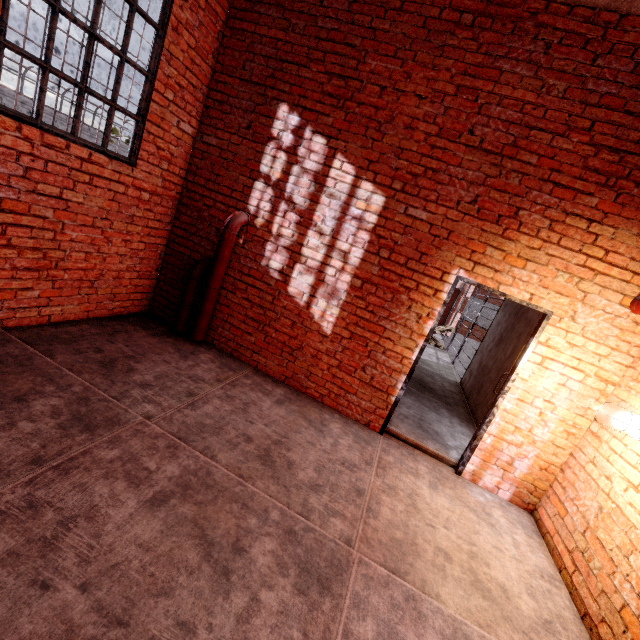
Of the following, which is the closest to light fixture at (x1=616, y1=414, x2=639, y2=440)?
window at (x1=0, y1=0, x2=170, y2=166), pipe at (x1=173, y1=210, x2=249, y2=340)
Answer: pipe at (x1=173, y1=210, x2=249, y2=340)

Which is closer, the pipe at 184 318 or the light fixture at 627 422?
the light fixture at 627 422

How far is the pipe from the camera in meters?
4.2 m

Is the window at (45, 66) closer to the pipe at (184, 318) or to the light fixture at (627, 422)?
the pipe at (184, 318)

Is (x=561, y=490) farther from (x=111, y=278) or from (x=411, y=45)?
(x=111, y=278)

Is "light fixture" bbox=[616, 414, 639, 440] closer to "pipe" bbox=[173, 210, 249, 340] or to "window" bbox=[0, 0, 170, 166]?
"pipe" bbox=[173, 210, 249, 340]
